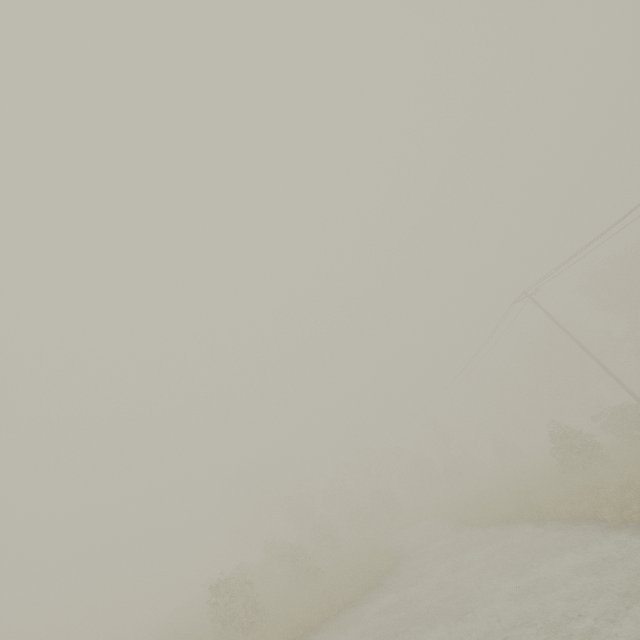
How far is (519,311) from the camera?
27.6 meters

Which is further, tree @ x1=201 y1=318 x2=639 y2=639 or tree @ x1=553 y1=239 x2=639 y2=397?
tree @ x1=553 y1=239 x2=639 y2=397

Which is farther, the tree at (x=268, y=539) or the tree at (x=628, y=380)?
the tree at (x=628, y=380)
